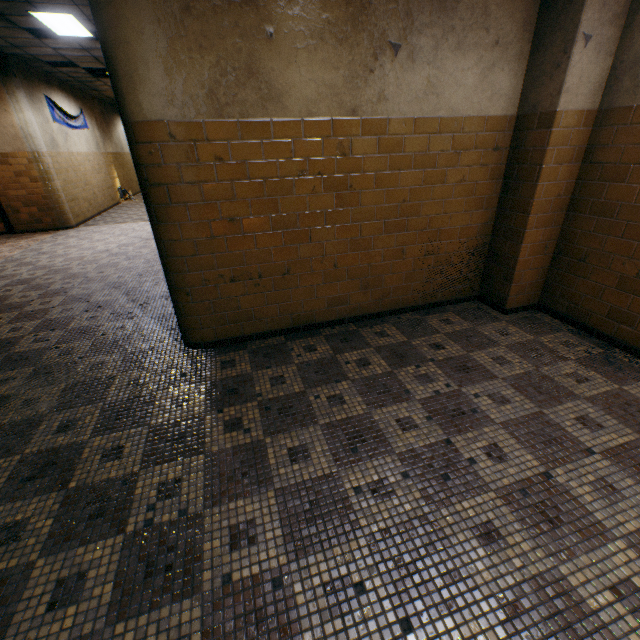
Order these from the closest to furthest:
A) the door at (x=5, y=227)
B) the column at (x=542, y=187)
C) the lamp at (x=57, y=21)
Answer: the column at (x=542, y=187)
the lamp at (x=57, y=21)
the door at (x=5, y=227)

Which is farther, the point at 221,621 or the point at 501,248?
the point at 501,248

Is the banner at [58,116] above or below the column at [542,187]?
above

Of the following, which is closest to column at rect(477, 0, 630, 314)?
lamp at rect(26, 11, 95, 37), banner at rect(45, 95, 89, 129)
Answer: lamp at rect(26, 11, 95, 37)

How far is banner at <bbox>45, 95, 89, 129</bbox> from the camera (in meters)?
9.12

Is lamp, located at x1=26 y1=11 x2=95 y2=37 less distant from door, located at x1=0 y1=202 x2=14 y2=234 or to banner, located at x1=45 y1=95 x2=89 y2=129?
banner, located at x1=45 y1=95 x2=89 y2=129

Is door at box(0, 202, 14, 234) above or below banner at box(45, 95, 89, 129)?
below
